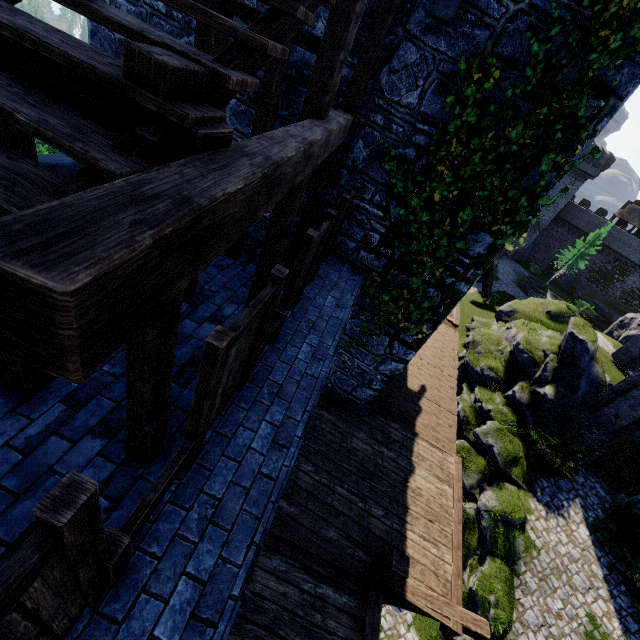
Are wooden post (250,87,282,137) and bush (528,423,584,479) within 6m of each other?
no

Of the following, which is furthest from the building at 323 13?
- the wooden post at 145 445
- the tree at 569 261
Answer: the tree at 569 261

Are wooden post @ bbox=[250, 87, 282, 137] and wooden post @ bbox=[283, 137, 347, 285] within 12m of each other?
yes

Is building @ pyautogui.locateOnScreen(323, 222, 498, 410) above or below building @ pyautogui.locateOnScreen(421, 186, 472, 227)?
below

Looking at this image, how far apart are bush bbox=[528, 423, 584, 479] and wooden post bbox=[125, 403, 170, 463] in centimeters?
1686cm

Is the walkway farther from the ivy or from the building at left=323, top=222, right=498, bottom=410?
the ivy

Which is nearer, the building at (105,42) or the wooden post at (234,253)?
the building at (105,42)

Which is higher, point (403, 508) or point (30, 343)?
point (30, 343)
